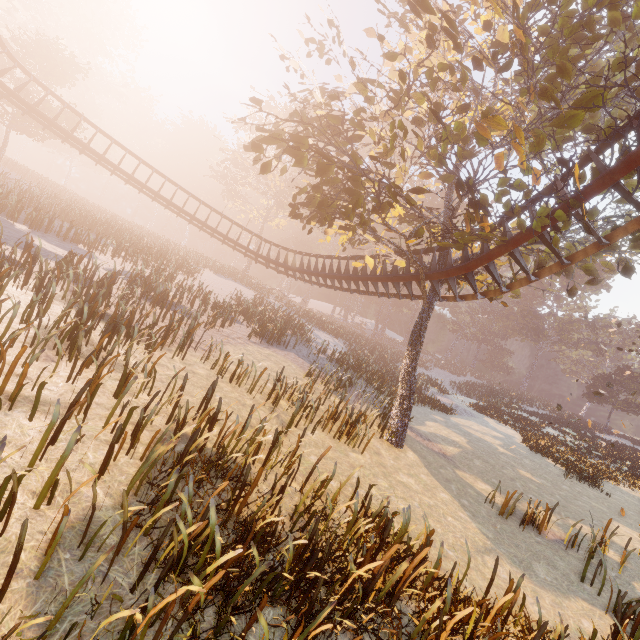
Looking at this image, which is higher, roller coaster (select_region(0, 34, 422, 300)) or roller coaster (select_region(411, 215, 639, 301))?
roller coaster (select_region(411, 215, 639, 301))

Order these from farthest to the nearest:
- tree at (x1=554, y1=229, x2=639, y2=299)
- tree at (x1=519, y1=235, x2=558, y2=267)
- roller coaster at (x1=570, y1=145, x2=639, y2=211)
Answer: tree at (x1=519, y1=235, x2=558, y2=267), tree at (x1=554, y1=229, x2=639, y2=299), roller coaster at (x1=570, y1=145, x2=639, y2=211)

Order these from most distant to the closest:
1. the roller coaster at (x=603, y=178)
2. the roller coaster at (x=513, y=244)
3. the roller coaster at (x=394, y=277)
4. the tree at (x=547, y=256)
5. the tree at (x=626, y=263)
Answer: the roller coaster at (x=394, y=277)
the tree at (x=547, y=256)
the tree at (x=626, y=263)
the roller coaster at (x=513, y=244)
the roller coaster at (x=603, y=178)

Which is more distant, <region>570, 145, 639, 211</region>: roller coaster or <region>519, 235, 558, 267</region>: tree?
<region>519, 235, 558, 267</region>: tree

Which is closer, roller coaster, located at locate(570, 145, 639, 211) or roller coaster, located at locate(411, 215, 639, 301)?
roller coaster, located at locate(570, 145, 639, 211)

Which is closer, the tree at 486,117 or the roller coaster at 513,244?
the tree at 486,117

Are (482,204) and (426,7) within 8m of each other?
yes

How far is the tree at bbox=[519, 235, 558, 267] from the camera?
10.53m
